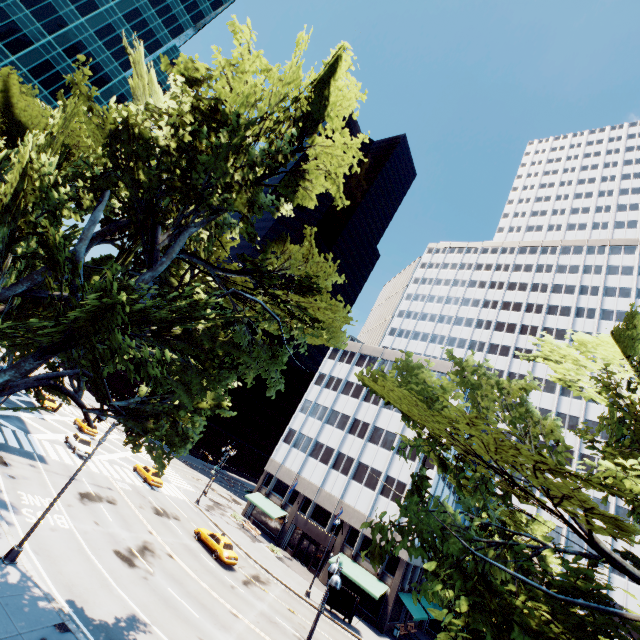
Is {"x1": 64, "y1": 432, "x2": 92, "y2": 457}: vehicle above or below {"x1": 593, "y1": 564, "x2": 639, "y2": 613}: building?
below

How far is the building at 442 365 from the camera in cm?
4746

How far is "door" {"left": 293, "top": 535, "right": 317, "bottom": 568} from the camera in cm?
4144

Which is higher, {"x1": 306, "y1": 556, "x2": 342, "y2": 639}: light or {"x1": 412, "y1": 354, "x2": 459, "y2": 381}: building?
{"x1": 412, "y1": 354, "x2": 459, "y2": 381}: building

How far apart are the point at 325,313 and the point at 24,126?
21.4 meters

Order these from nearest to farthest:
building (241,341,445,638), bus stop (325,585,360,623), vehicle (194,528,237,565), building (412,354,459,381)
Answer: vehicle (194,528,237,565), bus stop (325,585,360,623), building (241,341,445,638), building (412,354,459,381)

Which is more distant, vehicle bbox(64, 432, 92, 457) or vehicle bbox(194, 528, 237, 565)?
vehicle bbox(64, 432, 92, 457)

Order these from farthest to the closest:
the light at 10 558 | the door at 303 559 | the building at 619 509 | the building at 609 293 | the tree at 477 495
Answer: the building at 609 293 → the building at 619 509 → the door at 303 559 → the light at 10 558 → the tree at 477 495
